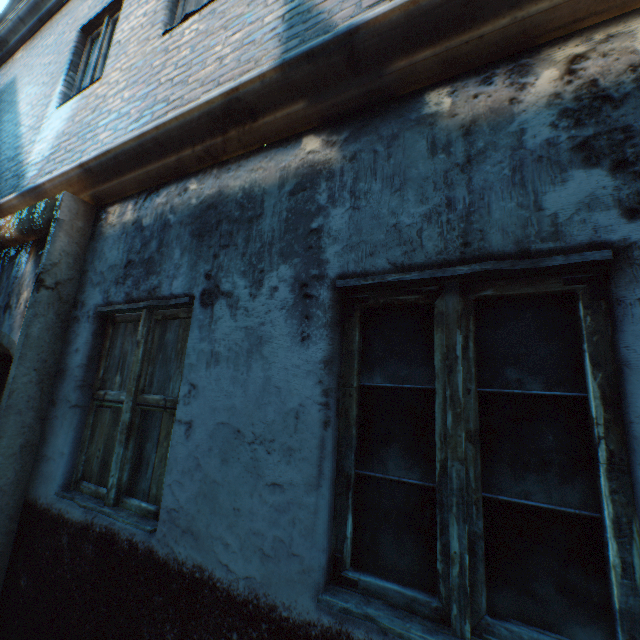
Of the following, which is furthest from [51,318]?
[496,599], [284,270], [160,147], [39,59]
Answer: [39,59]
